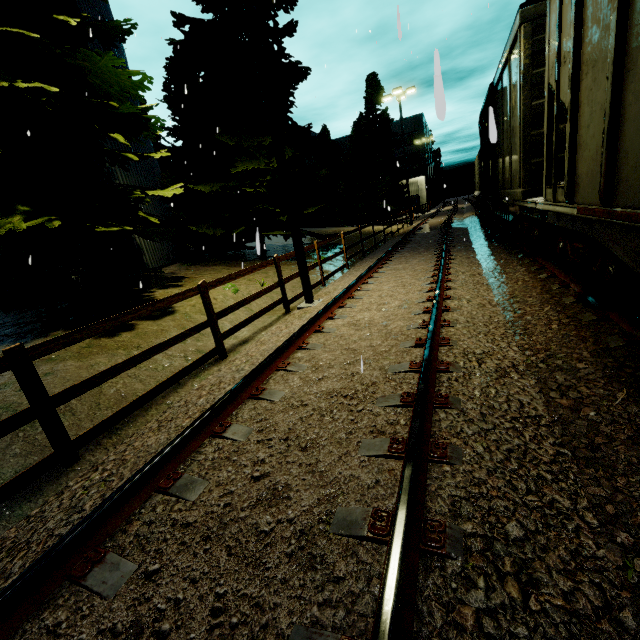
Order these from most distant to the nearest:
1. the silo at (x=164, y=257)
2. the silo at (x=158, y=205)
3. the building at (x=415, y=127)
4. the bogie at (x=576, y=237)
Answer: the building at (x=415, y=127)
the silo at (x=158, y=205)
the silo at (x=164, y=257)
the bogie at (x=576, y=237)

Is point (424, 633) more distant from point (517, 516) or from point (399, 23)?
point (399, 23)

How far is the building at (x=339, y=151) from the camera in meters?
58.3

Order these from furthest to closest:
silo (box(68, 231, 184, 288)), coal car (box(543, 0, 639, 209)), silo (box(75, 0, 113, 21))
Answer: silo (box(75, 0, 113, 21))
silo (box(68, 231, 184, 288))
coal car (box(543, 0, 639, 209))

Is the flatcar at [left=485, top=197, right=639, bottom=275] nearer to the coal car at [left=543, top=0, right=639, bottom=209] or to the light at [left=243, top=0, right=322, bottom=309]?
the coal car at [left=543, top=0, right=639, bottom=209]

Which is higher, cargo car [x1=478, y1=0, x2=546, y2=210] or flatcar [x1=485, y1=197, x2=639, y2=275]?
cargo car [x1=478, y1=0, x2=546, y2=210]

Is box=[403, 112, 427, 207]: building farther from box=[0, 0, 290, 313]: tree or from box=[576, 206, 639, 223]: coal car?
box=[576, 206, 639, 223]: coal car

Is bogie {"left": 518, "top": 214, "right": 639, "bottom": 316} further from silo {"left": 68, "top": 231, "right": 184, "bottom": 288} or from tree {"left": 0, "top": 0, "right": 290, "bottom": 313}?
silo {"left": 68, "top": 231, "right": 184, "bottom": 288}
